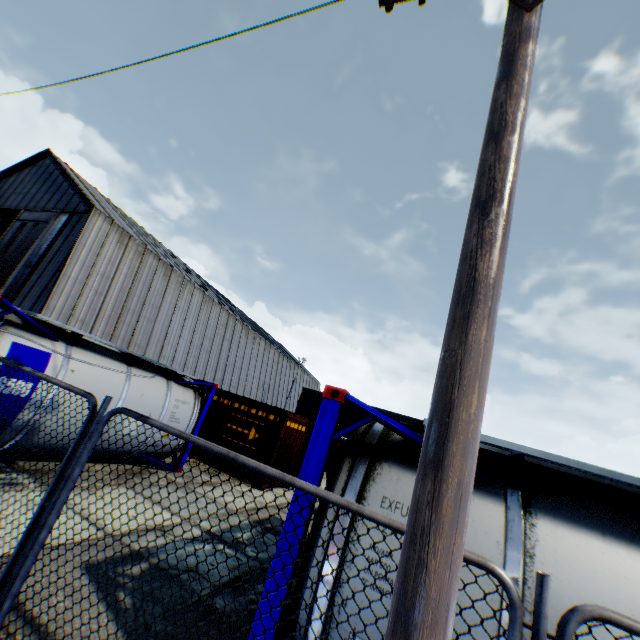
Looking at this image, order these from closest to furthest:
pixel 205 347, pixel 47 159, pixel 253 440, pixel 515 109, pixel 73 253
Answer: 1. pixel 515 109
2. pixel 253 440
3. pixel 73 253
4. pixel 47 159
5. pixel 205 347

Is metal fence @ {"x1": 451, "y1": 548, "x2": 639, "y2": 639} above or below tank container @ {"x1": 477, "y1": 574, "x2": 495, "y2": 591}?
above

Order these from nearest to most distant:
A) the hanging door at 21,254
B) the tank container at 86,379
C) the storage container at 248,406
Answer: the tank container at 86,379, the storage container at 248,406, the hanging door at 21,254

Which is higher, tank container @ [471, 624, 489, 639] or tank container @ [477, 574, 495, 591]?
tank container @ [477, 574, 495, 591]

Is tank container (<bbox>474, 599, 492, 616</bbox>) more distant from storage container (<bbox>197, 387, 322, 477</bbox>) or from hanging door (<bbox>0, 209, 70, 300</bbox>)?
hanging door (<bbox>0, 209, 70, 300</bbox>)

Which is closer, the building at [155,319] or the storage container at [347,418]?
the building at [155,319]

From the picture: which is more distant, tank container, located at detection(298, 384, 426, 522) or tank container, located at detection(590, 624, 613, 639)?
tank container, located at detection(298, 384, 426, 522)

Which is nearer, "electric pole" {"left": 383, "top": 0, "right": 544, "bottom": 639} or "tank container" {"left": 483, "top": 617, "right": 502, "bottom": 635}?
"electric pole" {"left": 383, "top": 0, "right": 544, "bottom": 639}
